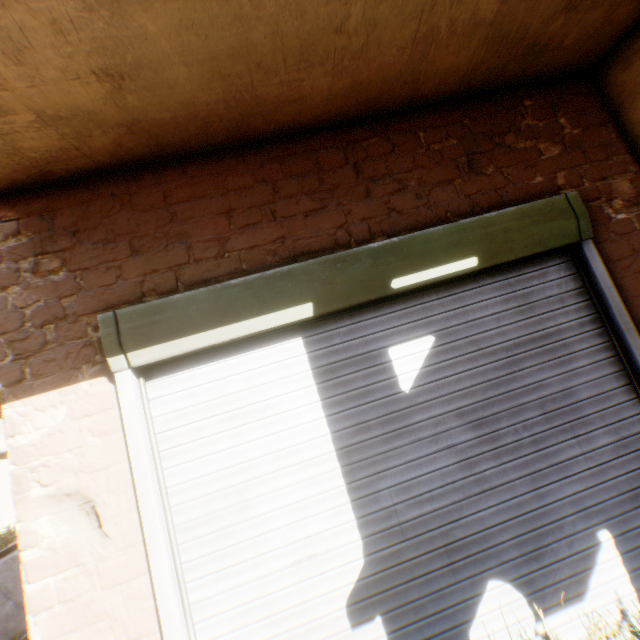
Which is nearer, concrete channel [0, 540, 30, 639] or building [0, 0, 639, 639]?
building [0, 0, 639, 639]

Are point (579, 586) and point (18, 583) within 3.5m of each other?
no

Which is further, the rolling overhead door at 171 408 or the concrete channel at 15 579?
the concrete channel at 15 579

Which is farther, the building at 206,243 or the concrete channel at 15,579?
the concrete channel at 15,579

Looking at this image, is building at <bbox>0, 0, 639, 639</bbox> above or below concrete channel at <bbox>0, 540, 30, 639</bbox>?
above

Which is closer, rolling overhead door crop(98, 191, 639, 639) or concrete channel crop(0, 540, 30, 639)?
rolling overhead door crop(98, 191, 639, 639)

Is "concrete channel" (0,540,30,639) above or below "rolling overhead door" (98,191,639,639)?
below
